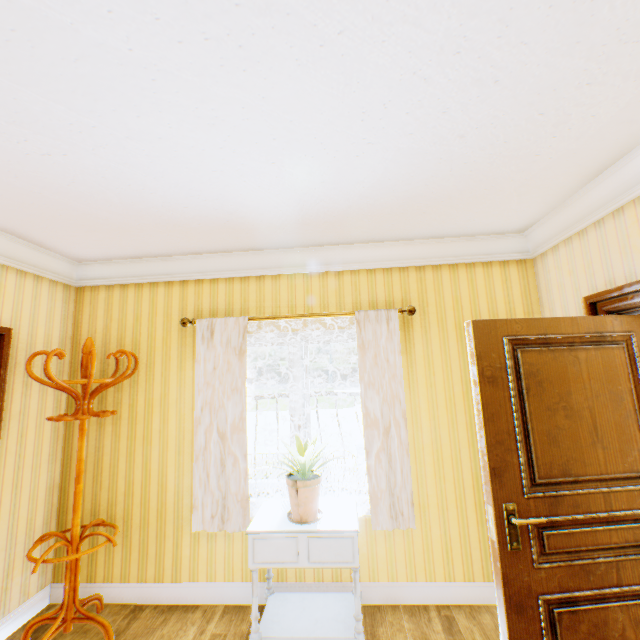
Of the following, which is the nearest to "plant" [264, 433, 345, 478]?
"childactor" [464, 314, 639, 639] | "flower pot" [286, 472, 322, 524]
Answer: "flower pot" [286, 472, 322, 524]

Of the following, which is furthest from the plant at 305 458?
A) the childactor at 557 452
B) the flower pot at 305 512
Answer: the childactor at 557 452

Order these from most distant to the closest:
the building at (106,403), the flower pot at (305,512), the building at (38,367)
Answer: the building at (38,367), the flower pot at (305,512), the building at (106,403)

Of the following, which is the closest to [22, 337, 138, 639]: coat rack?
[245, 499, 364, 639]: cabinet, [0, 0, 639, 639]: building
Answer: [0, 0, 639, 639]: building

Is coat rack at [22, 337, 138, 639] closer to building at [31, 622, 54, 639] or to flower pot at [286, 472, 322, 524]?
building at [31, 622, 54, 639]

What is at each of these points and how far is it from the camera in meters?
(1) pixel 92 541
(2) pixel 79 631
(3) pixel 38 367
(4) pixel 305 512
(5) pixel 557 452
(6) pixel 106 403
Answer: (1) building, 3.0
(2) building, 2.6
(3) building, 2.9
(4) flower pot, 2.4
(5) childactor, 1.9
(6) building, 3.2

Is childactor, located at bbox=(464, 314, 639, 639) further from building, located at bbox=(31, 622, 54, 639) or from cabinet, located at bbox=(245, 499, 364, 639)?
cabinet, located at bbox=(245, 499, 364, 639)

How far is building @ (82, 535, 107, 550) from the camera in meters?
3.0
